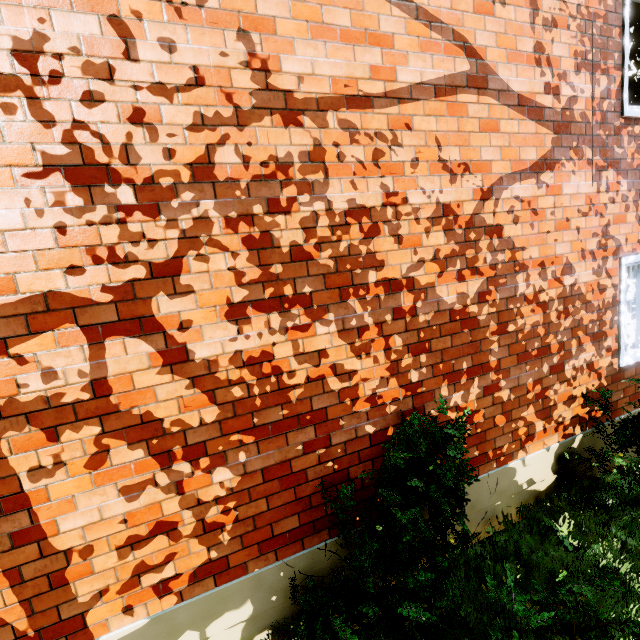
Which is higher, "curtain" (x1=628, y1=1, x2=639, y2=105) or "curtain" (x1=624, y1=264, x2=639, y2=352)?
"curtain" (x1=628, y1=1, x2=639, y2=105)

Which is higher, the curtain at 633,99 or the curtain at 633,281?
the curtain at 633,99

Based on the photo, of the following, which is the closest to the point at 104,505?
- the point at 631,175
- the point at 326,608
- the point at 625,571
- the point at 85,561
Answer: the point at 85,561
